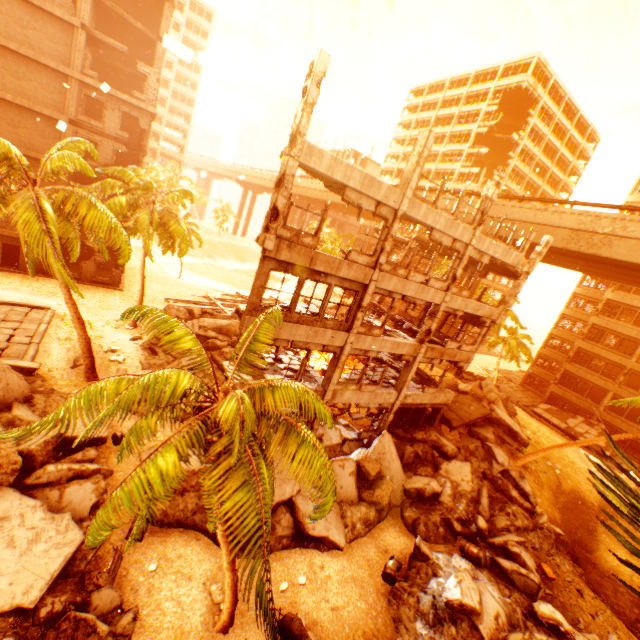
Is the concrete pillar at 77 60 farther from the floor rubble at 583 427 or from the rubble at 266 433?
the floor rubble at 583 427

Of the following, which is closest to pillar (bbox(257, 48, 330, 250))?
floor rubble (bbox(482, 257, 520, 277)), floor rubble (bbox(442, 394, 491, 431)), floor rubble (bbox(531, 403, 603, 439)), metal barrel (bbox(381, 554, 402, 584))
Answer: floor rubble (bbox(482, 257, 520, 277))

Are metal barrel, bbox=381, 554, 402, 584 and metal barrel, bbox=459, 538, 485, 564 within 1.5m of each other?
no

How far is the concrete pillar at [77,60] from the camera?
22.30m

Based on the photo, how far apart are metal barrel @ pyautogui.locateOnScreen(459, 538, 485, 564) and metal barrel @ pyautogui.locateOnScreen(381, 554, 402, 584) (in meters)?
2.93

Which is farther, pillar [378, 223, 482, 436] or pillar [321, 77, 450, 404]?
pillar [378, 223, 482, 436]

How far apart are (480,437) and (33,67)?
40.3 meters

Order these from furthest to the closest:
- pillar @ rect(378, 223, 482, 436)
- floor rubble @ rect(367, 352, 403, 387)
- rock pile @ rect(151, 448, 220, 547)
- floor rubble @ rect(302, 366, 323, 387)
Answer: floor rubble @ rect(367, 352, 403, 387)
pillar @ rect(378, 223, 482, 436)
floor rubble @ rect(302, 366, 323, 387)
rock pile @ rect(151, 448, 220, 547)
